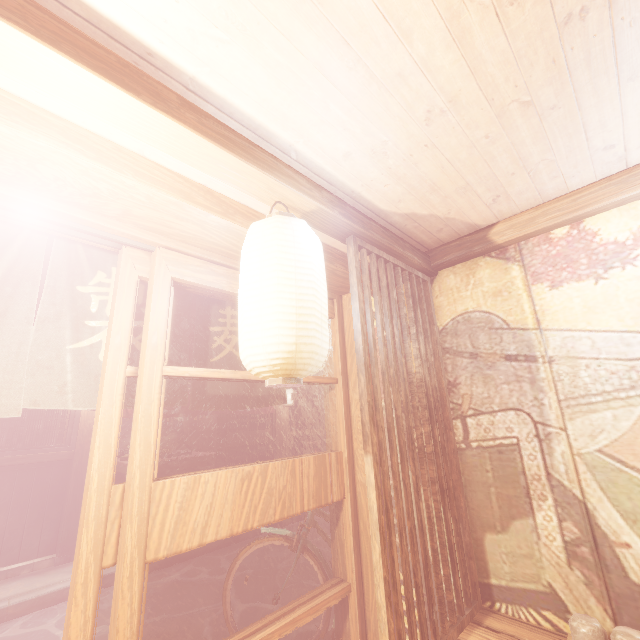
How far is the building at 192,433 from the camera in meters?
→ 18.9 m

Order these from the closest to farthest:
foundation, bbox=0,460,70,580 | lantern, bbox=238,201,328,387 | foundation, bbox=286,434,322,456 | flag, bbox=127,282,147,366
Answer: lantern, bbox=238,201,328,387 < flag, bbox=127,282,147,366 < foundation, bbox=0,460,70,580 < foundation, bbox=286,434,322,456

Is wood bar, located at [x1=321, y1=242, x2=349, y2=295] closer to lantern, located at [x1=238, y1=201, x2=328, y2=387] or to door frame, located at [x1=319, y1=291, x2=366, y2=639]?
door frame, located at [x1=319, y1=291, x2=366, y2=639]

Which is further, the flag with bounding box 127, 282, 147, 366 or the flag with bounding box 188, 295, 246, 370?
the flag with bounding box 188, 295, 246, 370

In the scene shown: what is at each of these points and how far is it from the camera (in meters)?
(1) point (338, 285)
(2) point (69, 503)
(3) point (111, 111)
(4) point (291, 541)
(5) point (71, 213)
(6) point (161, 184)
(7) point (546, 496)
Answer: (1) wood bar, 4.37
(2) wood pole, 9.09
(3) wood bar, 1.74
(4) bicycle, 4.95
(5) door frame, 2.53
(6) wood bar, 2.47
(7) building, 2.92

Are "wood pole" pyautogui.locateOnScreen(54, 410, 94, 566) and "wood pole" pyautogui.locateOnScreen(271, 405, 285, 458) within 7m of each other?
yes

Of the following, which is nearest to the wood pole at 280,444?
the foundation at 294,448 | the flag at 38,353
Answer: the foundation at 294,448

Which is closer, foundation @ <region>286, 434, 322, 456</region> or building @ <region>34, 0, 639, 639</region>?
building @ <region>34, 0, 639, 639</region>
